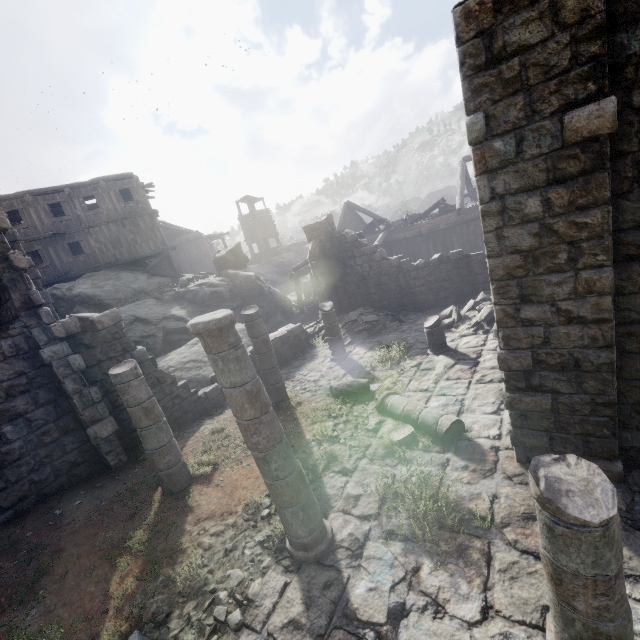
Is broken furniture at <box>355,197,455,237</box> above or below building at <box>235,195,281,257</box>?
below

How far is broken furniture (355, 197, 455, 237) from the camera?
20.2m

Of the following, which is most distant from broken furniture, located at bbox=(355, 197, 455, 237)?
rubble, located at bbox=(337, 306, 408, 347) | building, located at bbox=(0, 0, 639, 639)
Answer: rubble, located at bbox=(337, 306, 408, 347)

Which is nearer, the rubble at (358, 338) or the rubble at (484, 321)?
the rubble at (484, 321)

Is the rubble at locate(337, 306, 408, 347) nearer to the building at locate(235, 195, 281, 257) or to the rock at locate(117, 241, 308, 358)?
the building at locate(235, 195, 281, 257)

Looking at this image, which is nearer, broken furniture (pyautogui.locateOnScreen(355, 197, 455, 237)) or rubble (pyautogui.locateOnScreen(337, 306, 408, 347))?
rubble (pyautogui.locateOnScreen(337, 306, 408, 347))

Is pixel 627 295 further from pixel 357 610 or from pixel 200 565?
pixel 200 565

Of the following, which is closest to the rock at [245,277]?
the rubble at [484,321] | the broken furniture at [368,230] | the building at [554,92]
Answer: the building at [554,92]
